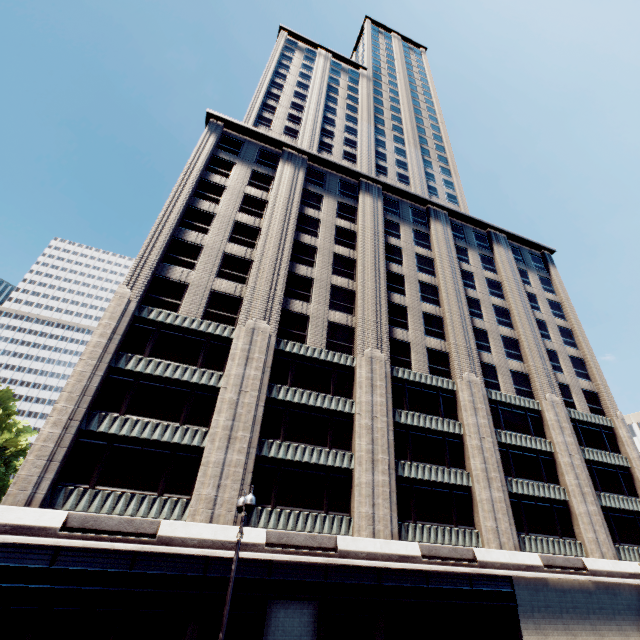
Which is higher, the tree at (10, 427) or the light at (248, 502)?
the tree at (10, 427)

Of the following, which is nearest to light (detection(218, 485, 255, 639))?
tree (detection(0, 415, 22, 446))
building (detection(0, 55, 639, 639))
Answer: building (detection(0, 55, 639, 639))

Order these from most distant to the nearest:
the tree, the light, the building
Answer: the tree → the building → the light

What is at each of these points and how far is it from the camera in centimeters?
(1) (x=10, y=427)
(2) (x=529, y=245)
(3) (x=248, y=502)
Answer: (1) tree, 5834cm
(2) building, 4716cm
(3) light, 1096cm

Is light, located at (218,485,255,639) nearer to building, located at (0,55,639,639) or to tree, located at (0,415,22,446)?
building, located at (0,55,639,639)

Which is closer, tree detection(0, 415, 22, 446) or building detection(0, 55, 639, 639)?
building detection(0, 55, 639, 639)

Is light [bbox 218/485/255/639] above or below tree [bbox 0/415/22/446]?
below

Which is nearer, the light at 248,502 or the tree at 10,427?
the light at 248,502
